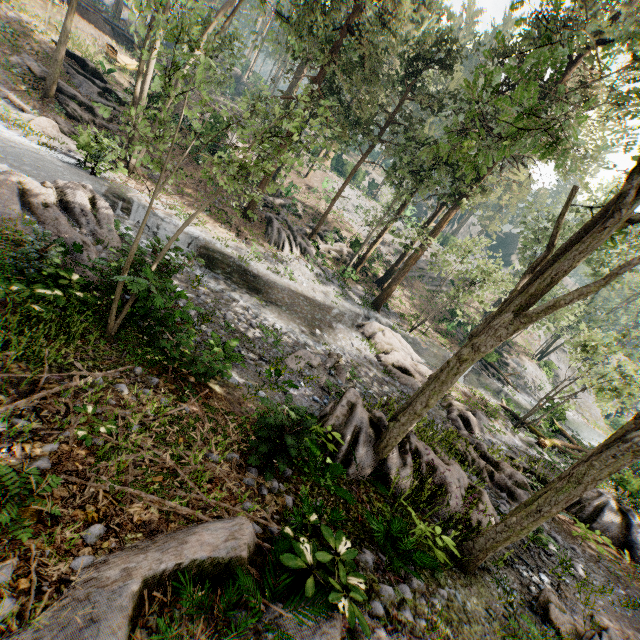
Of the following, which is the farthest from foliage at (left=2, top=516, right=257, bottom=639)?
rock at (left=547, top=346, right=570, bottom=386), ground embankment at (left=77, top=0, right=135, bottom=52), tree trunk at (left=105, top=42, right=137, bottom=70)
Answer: rock at (left=547, top=346, right=570, bottom=386)

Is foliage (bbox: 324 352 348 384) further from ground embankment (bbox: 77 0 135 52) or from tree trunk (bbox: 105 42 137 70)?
tree trunk (bbox: 105 42 137 70)

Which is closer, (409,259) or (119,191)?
(119,191)

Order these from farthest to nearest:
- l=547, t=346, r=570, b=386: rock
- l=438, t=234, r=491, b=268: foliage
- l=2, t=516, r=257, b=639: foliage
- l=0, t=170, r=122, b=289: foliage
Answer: l=547, t=346, r=570, b=386: rock, l=438, t=234, r=491, b=268: foliage, l=0, t=170, r=122, b=289: foliage, l=2, t=516, r=257, b=639: foliage

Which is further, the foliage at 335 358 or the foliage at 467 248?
the foliage at 467 248

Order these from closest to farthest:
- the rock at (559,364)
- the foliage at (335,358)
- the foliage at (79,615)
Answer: the foliage at (79,615), the foliage at (335,358), the rock at (559,364)

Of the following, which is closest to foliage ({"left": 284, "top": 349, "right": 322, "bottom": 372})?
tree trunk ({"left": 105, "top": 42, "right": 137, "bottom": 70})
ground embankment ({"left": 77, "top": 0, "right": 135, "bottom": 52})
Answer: ground embankment ({"left": 77, "top": 0, "right": 135, "bottom": 52})
